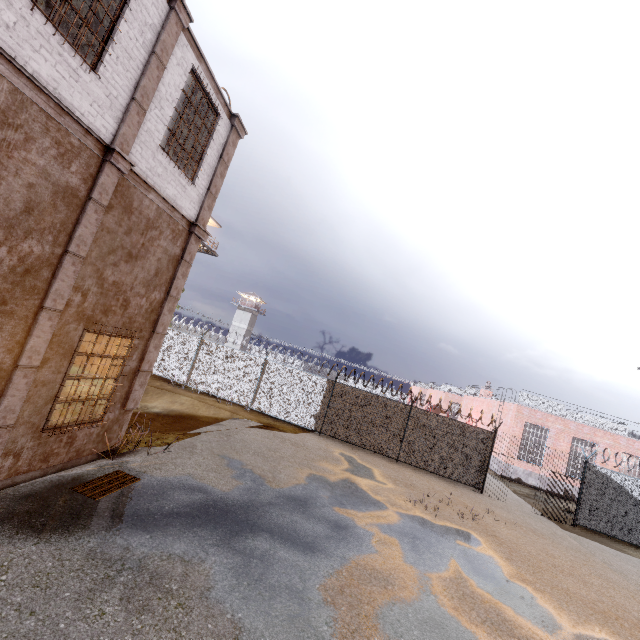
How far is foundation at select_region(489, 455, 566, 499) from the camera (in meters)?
21.03

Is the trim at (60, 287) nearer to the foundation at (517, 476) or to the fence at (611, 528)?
the fence at (611, 528)

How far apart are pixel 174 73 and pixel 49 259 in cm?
451

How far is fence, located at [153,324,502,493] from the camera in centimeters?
1545cm

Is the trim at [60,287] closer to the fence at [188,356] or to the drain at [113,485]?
the fence at [188,356]

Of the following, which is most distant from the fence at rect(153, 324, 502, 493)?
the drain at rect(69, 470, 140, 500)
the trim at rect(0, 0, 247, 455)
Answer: the drain at rect(69, 470, 140, 500)

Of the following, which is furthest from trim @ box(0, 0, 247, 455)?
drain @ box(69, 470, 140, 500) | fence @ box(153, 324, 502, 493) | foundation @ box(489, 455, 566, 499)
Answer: foundation @ box(489, 455, 566, 499)

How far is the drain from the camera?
5.8m
